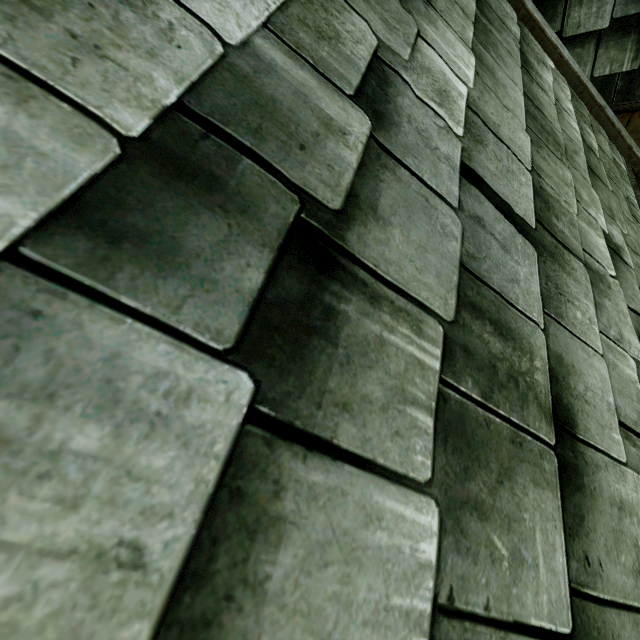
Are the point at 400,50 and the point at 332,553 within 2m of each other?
no
